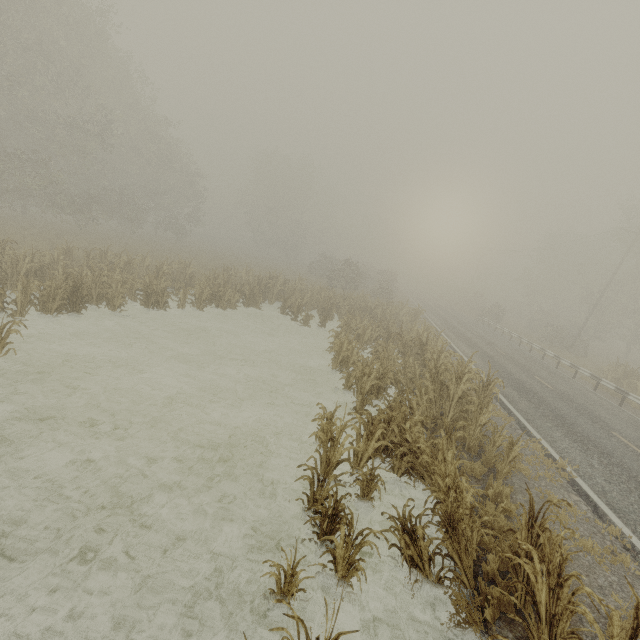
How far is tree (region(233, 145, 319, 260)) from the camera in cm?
5028

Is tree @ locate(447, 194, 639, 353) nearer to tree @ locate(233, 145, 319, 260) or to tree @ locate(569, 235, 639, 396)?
tree @ locate(569, 235, 639, 396)

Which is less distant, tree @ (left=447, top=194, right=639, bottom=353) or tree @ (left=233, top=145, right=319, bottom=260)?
tree @ (left=447, top=194, right=639, bottom=353)

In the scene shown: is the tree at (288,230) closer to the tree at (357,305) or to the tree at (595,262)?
the tree at (357,305)

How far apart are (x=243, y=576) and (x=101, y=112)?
27.2 meters

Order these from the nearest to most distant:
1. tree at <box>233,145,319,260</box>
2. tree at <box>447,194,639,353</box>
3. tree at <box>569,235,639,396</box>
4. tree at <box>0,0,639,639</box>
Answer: tree at <box>0,0,639,639</box> < tree at <box>569,235,639,396</box> < tree at <box>447,194,639,353</box> < tree at <box>233,145,319,260</box>

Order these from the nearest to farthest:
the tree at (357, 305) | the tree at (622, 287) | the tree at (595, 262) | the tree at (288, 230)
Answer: the tree at (357, 305), the tree at (622, 287), the tree at (595, 262), the tree at (288, 230)
